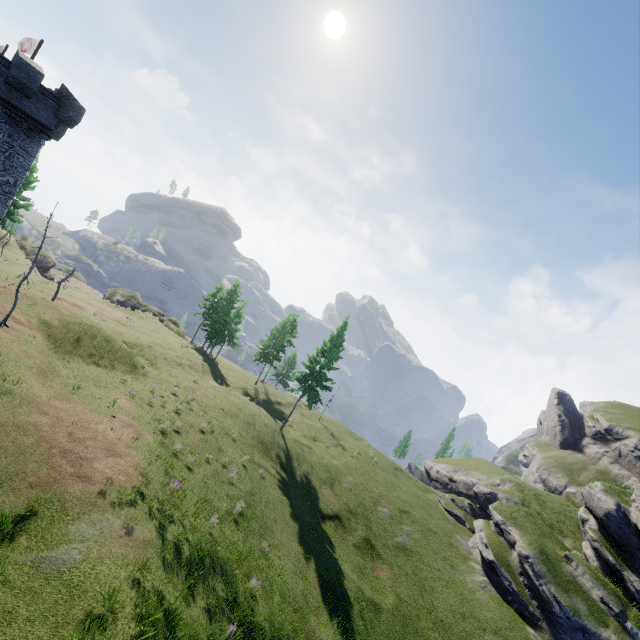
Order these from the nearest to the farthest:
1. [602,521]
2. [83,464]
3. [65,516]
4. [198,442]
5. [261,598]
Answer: [65,516], [83,464], [261,598], [198,442], [602,521]

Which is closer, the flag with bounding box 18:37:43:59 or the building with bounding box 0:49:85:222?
the building with bounding box 0:49:85:222

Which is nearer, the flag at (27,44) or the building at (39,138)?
the building at (39,138)

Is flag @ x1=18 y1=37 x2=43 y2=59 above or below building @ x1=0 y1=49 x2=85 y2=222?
above

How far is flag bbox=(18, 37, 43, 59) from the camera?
27.0 meters

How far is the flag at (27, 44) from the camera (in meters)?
26.96
